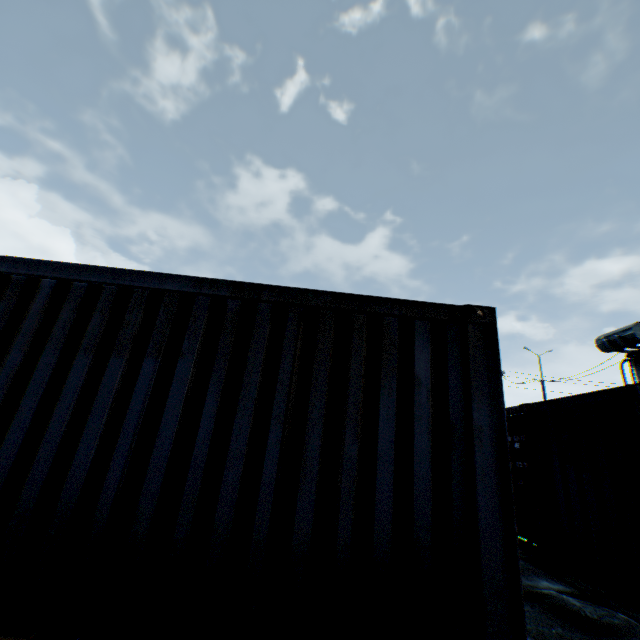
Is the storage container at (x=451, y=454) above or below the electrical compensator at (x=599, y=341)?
below

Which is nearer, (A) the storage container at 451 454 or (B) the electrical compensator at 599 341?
(A) the storage container at 451 454

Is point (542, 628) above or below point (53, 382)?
below

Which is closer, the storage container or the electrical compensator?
the storage container

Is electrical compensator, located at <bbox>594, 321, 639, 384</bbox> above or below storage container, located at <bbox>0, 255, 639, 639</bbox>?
above
